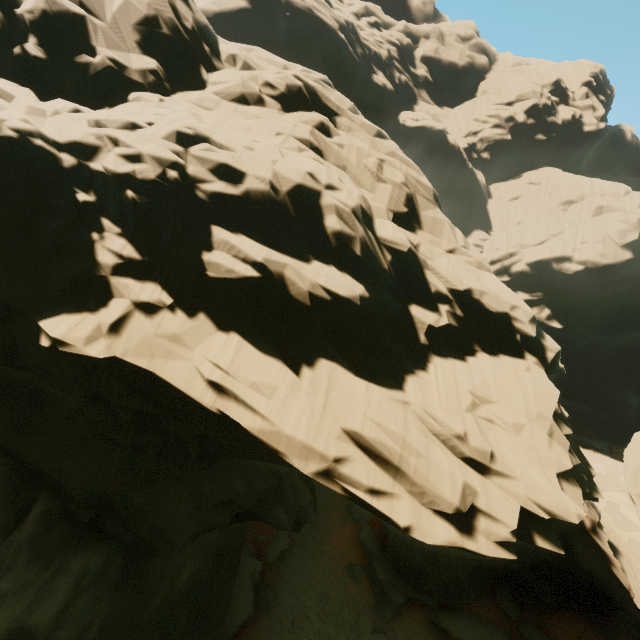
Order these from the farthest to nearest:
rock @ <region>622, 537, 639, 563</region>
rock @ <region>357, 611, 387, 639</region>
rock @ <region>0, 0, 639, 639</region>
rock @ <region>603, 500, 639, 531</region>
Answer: rock @ <region>603, 500, 639, 531</region>, rock @ <region>622, 537, 639, 563</region>, rock @ <region>357, 611, 387, 639</region>, rock @ <region>0, 0, 639, 639</region>

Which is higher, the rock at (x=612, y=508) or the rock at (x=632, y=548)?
the rock at (x=612, y=508)

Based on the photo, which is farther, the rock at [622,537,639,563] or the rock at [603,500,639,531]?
the rock at [603,500,639,531]

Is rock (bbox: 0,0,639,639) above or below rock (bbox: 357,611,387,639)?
above

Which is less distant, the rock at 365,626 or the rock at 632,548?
the rock at 365,626

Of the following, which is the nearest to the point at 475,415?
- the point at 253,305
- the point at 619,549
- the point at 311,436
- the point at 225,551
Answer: the point at 311,436
